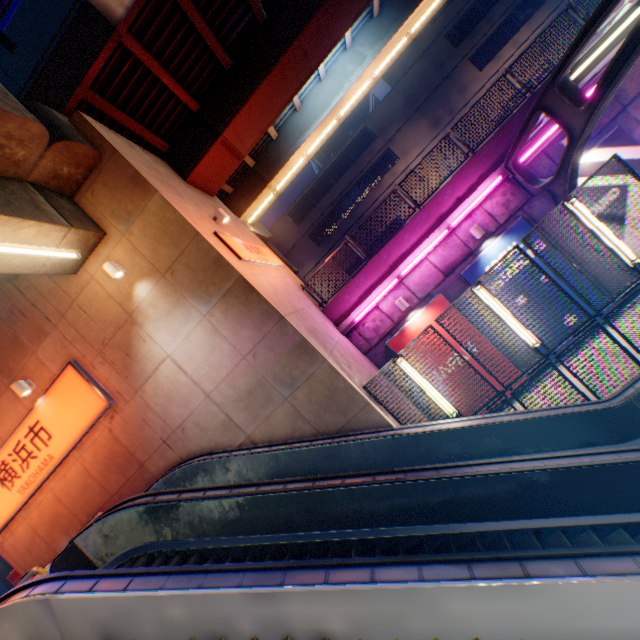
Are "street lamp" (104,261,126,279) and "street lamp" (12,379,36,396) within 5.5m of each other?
yes

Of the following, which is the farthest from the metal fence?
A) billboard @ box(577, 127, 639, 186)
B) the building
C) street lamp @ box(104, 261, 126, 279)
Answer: the building

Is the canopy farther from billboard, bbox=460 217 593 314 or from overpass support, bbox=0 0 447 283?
overpass support, bbox=0 0 447 283

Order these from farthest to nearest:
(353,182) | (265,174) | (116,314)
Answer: (353,182) → (265,174) → (116,314)

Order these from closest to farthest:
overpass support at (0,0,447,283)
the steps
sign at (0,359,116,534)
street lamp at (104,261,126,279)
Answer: the steps < overpass support at (0,0,447,283) < street lamp at (104,261,126,279) < sign at (0,359,116,534)

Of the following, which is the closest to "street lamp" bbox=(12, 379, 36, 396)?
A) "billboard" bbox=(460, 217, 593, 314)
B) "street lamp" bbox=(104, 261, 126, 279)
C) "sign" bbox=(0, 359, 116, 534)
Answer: A: "sign" bbox=(0, 359, 116, 534)

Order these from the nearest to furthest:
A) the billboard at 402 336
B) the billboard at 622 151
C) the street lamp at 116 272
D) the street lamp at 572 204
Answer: the street lamp at 572 204 < the street lamp at 116 272 < the billboard at 622 151 < the billboard at 402 336

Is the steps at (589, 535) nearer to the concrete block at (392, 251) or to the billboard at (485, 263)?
the billboard at (485, 263)
